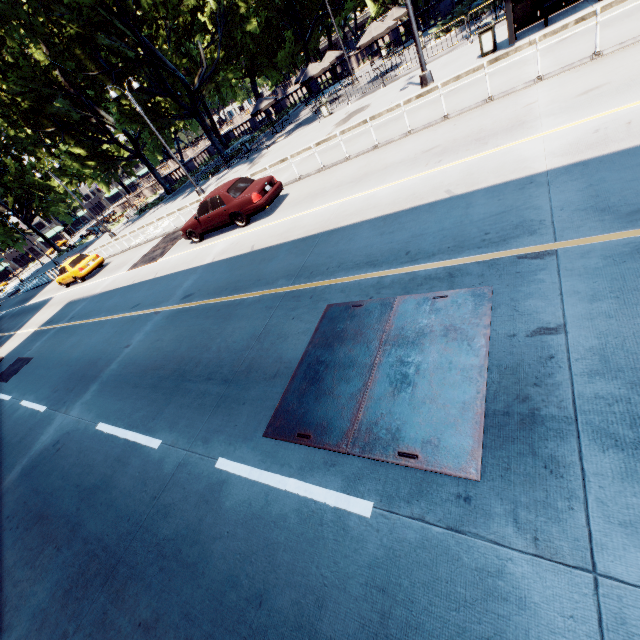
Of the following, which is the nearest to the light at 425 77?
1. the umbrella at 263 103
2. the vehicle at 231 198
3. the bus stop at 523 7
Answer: the bus stop at 523 7

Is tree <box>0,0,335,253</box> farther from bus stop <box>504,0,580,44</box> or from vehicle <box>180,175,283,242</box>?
vehicle <box>180,175,283,242</box>

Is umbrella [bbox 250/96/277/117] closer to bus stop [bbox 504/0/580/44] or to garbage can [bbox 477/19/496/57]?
garbage can [bbox 477/19/496/57]

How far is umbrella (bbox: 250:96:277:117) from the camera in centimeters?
2692cm

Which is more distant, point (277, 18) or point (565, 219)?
point (277, 18)

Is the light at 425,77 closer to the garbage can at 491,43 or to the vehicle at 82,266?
the garbage can at 491,43

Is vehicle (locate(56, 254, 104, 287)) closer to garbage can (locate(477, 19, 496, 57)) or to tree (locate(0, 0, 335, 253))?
tree (locate(0, 0, 335, 253))

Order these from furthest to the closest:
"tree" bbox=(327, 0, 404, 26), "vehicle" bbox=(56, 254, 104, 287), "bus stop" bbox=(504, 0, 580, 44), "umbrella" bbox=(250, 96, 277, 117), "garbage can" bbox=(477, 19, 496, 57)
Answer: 1. "tree" bbox=(327, 0, 404, 26)
2. "umbrella" bbox=(250, 96, 277, 117)
3. "vehicle" bbox=(56, 254, 104, 287)
4. "garbage can" bbox=(477, 19, 496, 57)
5. "bus stop" bbox=(504, 0, 580, 44)
